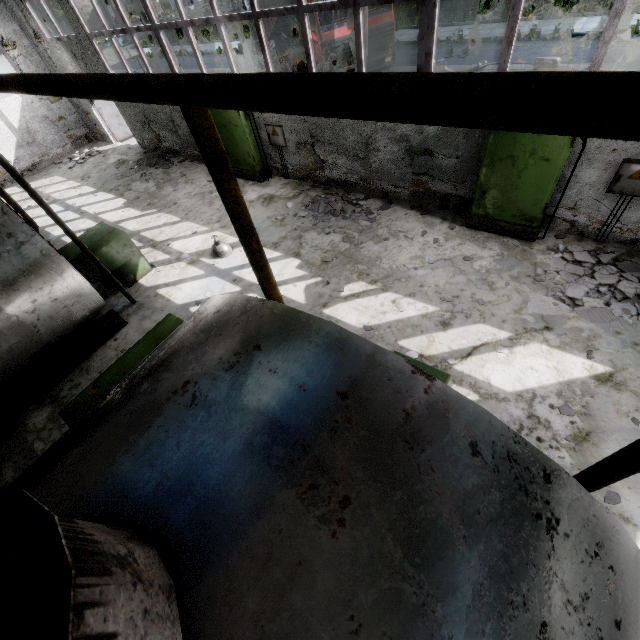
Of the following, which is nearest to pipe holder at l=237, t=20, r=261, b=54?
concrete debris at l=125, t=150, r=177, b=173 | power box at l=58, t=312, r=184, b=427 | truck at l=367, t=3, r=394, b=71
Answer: truck at l=367, t=3, r=394, b=71

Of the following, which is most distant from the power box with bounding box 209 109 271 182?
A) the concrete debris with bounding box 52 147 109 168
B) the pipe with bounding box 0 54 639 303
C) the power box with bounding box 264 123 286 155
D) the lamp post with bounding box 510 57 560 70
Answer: the pipe with bounding box 0 54 639 303

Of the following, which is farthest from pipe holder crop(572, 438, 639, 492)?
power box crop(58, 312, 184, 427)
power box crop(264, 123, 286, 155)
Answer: power box crop(264, 123, 286, 155)

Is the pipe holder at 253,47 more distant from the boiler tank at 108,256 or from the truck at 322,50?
the boiler tank at 108,256

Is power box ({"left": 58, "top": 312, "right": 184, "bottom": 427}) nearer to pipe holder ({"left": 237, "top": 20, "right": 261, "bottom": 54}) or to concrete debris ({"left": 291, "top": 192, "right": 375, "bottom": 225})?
concrete debris ({"left": 291, "top": 192, "right": 375, "bottom": 225})

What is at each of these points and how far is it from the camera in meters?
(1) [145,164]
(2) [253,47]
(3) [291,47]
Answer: (1) concrete debris, 12.8
(2) pipe holder, 22.3
(3) truck, 15.8

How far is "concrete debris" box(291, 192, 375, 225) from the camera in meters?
8.3 m

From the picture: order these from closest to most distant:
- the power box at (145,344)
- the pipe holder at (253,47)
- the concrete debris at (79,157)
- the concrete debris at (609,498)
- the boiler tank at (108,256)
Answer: the power box at (145,344) → the concrete debris at (609,498) → the boiler tank at (108,256) → the concrete debris at (79,157) → the pipe holder at (253,47)
